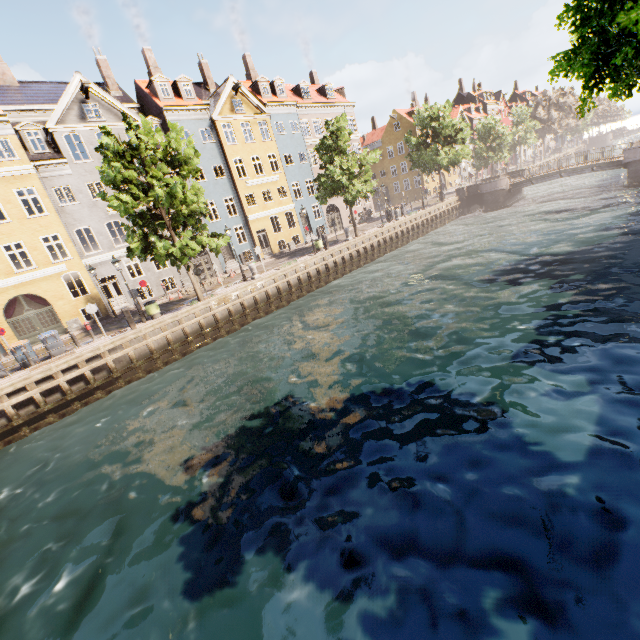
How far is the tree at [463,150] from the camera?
34.7 meters

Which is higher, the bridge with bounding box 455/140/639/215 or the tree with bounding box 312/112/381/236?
the tree with bounding box 312/112/381/236

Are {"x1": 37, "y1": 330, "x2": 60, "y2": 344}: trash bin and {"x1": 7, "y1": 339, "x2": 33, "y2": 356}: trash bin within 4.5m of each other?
yes

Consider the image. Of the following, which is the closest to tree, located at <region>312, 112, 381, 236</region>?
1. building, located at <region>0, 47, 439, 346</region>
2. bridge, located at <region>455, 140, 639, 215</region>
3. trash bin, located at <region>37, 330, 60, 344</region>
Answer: bridge, located at <region>455, 140, 639, 215</region>

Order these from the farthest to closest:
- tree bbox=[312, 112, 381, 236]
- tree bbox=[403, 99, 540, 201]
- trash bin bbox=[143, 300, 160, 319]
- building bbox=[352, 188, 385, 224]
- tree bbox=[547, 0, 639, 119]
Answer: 1. building bbox=[352, 188, 385, 224]
2. tree bbox=[403, 99, 540, 201]
3. tree bbox=[312, 112, 381, 236]
4. trash bin bbox=[143, 300, 160, 319]
5. tree bbox=[547, 0, 639, 119]

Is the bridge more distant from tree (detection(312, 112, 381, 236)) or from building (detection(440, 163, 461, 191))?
building (detection(440, 163, 461, 191))

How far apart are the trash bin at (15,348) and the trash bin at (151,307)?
5.4m

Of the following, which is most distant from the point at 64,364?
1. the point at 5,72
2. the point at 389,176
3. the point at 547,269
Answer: the point at 389,176
